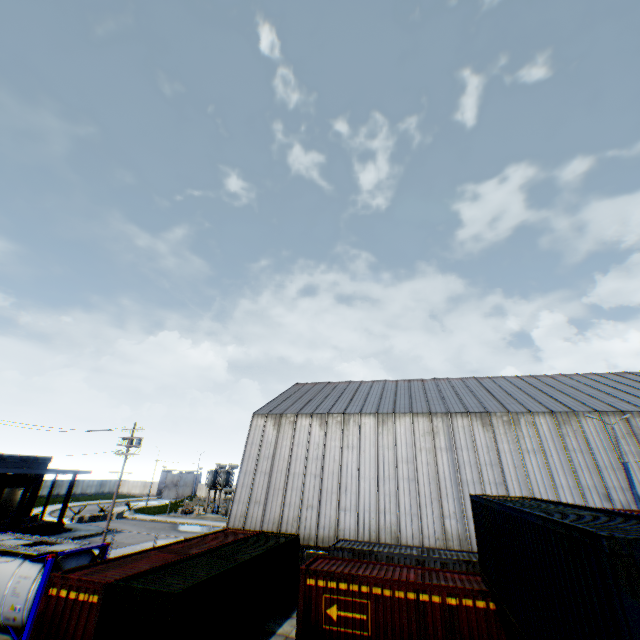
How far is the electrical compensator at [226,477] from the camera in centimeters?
4859cm

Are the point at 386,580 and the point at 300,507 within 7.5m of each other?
no

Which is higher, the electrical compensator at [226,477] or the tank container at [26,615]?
the electrical compensator at [226,477]

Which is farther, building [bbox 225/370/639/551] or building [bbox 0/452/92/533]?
building [bbox 0/452/92/533]

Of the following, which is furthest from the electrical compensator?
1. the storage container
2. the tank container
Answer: the storage container

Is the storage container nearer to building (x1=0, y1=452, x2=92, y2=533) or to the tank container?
the tank container

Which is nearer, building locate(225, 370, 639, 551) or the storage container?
the storage container

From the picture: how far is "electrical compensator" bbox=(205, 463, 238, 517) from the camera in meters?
48.6
